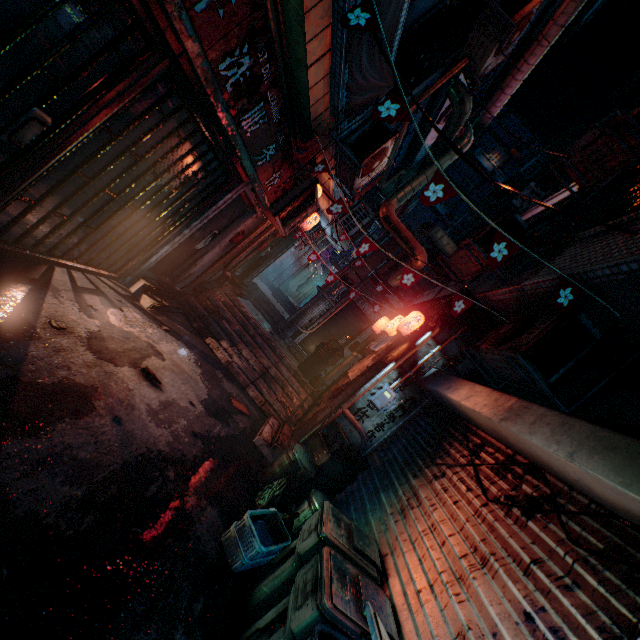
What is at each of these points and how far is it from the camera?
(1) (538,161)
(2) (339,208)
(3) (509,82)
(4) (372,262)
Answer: (1) air conditioner, 12.23m
(2) flag, 4.21m
(3) air duct, 6.84m
(4) air duct, 8.95m

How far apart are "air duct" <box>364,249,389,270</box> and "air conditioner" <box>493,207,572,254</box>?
3.81m

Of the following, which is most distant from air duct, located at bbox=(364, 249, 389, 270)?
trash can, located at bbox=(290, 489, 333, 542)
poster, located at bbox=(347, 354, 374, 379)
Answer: trash can, located at bbox=(290, 489, 333, 542)

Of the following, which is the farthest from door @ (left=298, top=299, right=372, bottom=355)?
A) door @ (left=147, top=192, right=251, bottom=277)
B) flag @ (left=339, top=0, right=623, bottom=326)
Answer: A: flag @ (left=339, top=0, right=623, bottom=326)

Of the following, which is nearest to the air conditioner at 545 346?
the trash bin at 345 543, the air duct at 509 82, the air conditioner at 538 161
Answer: the trash bin at 345 543

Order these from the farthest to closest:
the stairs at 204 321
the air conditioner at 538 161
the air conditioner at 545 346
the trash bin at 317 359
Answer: the air conditioner at 538 161 < the trash bin at 317 359 < the stairs at 204 321 < the air conditioner at 545 346

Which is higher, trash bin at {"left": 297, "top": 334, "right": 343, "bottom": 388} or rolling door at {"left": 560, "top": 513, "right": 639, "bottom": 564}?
rolling door at {"left": 560, "top": 513, "right": 639, "bottom": 564}

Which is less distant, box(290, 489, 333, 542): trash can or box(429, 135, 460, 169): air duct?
box(290, 489, 333, 542): trash can
